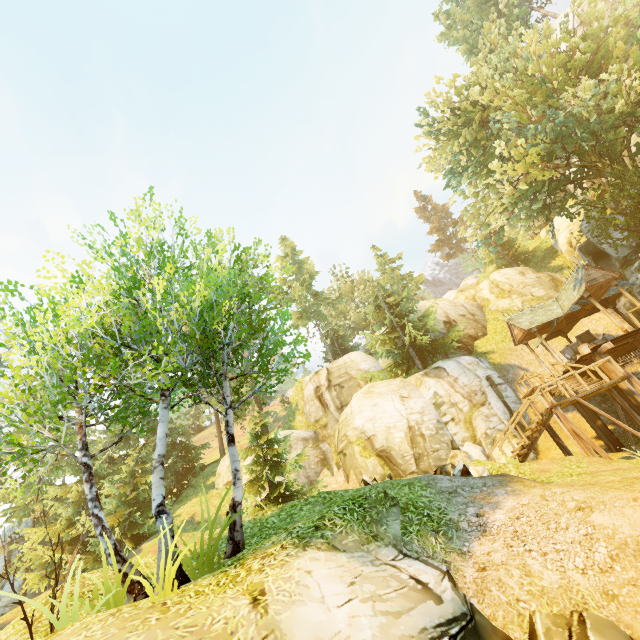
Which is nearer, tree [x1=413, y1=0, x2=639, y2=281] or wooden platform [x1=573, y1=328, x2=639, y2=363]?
wooden platform [x1=573, y1=328, x2=639, y2=363]

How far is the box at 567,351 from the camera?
18.88m

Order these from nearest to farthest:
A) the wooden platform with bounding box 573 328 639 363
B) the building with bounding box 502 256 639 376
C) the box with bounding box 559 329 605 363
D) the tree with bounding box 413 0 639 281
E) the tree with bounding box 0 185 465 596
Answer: the tree with bounding box 0 185 465 596 → the wooden platform with bounding box 573 328 639 363 → the tree with bounding box 413 0 639 281 → the building with bounding box 502 256 639 376 → the box with bounding box 559 329 605 363

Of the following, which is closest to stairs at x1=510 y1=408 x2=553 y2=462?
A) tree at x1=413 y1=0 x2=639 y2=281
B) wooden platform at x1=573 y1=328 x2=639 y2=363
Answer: wooden platform at x1=573 y1=328 x2=639 y2=363

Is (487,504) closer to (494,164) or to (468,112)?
(494,164)

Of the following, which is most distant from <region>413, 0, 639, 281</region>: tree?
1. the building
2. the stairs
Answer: the stairs

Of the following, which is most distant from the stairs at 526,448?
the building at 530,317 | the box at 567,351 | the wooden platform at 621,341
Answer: the box at 567,351

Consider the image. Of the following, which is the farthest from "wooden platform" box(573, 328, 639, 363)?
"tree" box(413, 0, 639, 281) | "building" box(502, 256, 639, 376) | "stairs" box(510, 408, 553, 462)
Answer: "tree" box(413, 0, 639, 281)
